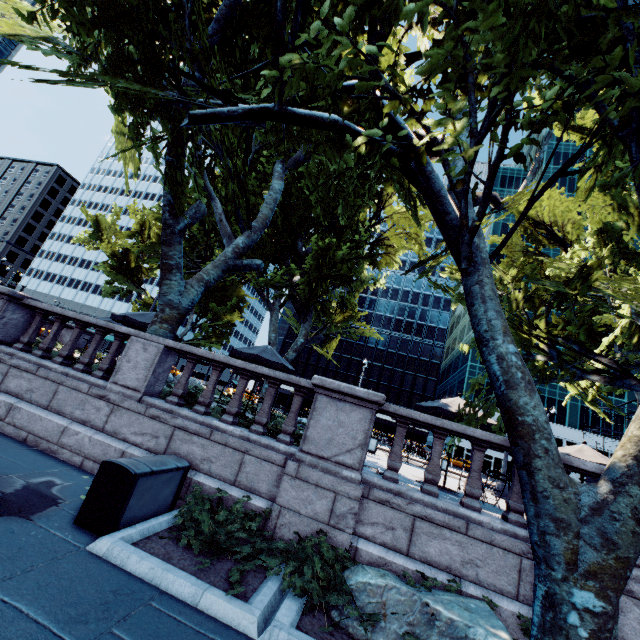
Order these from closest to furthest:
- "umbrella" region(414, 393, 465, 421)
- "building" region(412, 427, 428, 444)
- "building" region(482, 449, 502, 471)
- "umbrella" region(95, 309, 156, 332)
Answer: "umbrella" region(414, 393, 465, 421) < "umbrella" region(95, 309, 156, 332) < "building" region(482, 449, 502, 471) < "building" region(412, 427, 428, 444)

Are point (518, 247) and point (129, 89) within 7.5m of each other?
no

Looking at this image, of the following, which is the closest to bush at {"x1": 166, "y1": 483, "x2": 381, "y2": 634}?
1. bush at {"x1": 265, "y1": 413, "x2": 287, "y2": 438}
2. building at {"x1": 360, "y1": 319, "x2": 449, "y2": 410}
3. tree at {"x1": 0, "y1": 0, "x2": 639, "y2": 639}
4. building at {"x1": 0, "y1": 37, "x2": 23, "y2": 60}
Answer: bush at {"x1": 265, "y1": 413, "x2": 287, "y2": 438}

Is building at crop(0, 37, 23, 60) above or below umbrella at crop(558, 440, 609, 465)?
above

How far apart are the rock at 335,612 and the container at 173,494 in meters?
3.0

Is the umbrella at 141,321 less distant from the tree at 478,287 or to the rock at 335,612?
the tree at 478,287

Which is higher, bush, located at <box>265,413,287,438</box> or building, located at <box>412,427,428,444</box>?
building, located at <box>412,427,428,444</box>

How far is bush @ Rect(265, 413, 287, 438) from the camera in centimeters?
693cm
